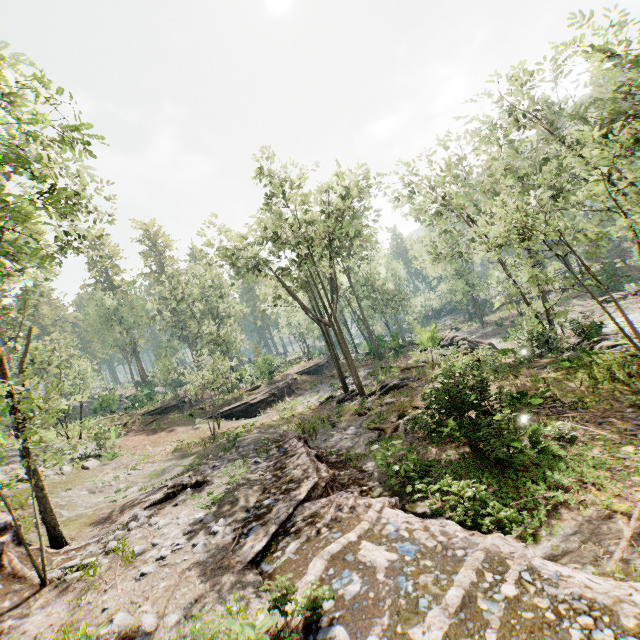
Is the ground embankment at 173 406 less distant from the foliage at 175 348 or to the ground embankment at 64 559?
the foliage at 175 348

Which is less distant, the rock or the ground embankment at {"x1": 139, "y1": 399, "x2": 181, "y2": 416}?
the rock

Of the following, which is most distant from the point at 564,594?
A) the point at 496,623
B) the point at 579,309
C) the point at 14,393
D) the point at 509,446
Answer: the point at 579,309

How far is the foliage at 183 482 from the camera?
11.8m

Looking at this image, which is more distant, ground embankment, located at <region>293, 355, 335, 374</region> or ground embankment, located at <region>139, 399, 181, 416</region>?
ground embankment, located at <region>293, 355, 335, 374</region>

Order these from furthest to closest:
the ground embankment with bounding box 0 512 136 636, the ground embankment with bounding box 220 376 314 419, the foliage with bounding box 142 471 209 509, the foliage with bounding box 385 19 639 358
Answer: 1. the ground embankment with bounding box 220 376 314 419
2. the foliage with bounding box 142 471 209 509
3. the foliage with bounding box 385 19 639 358
4. the ground embankment with bounding box 0 512 136 636

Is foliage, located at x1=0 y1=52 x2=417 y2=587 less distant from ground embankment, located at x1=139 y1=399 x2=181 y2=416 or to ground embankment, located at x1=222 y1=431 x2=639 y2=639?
ground embankment, located at x1=222 y1=431 x2=639 y2=639

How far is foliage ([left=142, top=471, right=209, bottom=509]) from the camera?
11.8 meters
